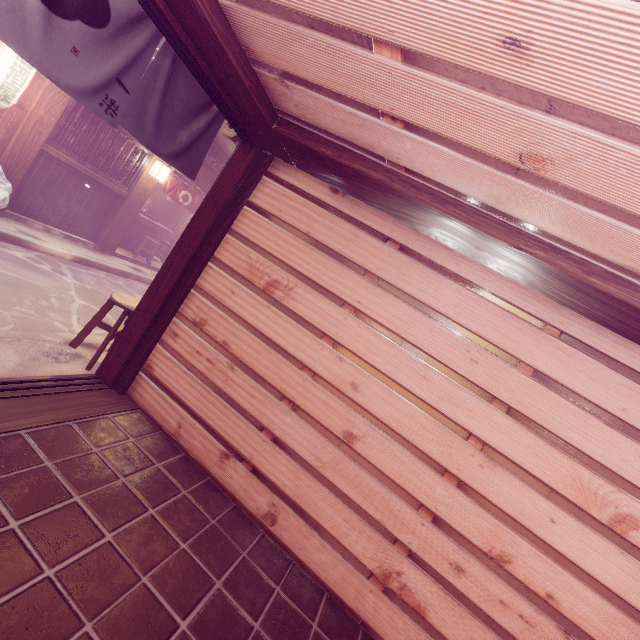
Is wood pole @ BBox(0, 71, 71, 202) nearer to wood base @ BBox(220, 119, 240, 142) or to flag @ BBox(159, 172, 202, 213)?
flag @ BBox(159, 172, 202, 213)

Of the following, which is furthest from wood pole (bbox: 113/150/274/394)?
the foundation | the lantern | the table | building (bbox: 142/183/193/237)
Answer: the table

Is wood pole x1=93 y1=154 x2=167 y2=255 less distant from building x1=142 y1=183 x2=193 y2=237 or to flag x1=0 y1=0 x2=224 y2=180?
building x1=142 y1=183 x2=193 y2=237

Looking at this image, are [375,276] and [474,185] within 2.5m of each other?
yes

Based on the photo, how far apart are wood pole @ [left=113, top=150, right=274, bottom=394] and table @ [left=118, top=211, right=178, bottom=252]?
14.37m

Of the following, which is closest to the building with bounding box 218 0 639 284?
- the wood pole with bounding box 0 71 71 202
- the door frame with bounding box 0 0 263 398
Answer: the door frame with bounding box 0 0 263 398

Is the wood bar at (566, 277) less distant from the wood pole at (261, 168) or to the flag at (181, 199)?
the wood pole at (261, 168)

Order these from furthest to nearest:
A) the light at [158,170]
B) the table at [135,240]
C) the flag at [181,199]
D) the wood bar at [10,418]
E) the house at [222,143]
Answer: the house at [222,143], the table at [135,240], the flag at [181,199], the light at [158,170], the wood bar at [10,418]
